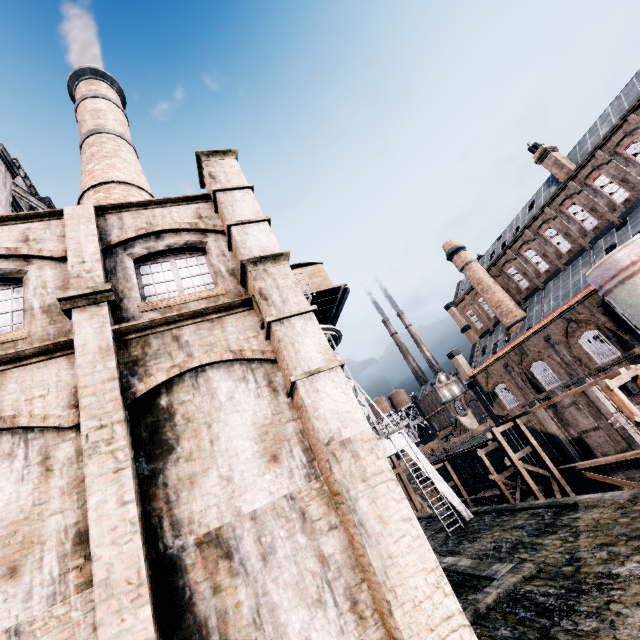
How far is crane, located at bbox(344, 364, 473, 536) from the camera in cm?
2075

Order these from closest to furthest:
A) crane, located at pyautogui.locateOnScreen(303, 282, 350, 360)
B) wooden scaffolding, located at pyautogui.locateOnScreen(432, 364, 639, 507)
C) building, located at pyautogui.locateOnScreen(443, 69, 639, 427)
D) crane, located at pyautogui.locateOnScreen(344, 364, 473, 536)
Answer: wooden scaffolding, located at pyautogui.locateOnScreen(432, 364, 639, 507) → crane, located at pyautogui.locateOnScreen(344, 364, 473, 536) → crane, located at pyautogui.locateOnScreen(303, 282, 350, 360) → building, located at pyautogui.locateOnScreen(443, 69, 639, 427)

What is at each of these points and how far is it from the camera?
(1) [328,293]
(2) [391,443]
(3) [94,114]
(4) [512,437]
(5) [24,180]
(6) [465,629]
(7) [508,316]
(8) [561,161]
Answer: (1) crane, 25.4m
(2) crane, 23.4m
(3) chimney, 24.6m
(4) building, 37.9m
(5) chimney, 20.3m
(6) building, 5.1m
(7) chimney, 37.0m
(8) chimney, 31.3m

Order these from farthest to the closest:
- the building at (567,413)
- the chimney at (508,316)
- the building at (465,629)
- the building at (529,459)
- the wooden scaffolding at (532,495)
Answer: the chimney at (508,316)
the building at (529,459)
the building at (567,413)
the wooden scaffolding at (532,495)
the building at (465,629)

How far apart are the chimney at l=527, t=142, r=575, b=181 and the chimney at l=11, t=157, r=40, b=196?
43.5 meters

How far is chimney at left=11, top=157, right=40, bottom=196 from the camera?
19.61m

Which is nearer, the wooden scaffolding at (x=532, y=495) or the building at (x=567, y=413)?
the wooden scaffolding at (x=532, y=495)

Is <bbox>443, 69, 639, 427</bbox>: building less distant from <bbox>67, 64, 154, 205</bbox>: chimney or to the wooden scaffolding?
<bbox>67, 64, 154, 205</bbox>: chimney
